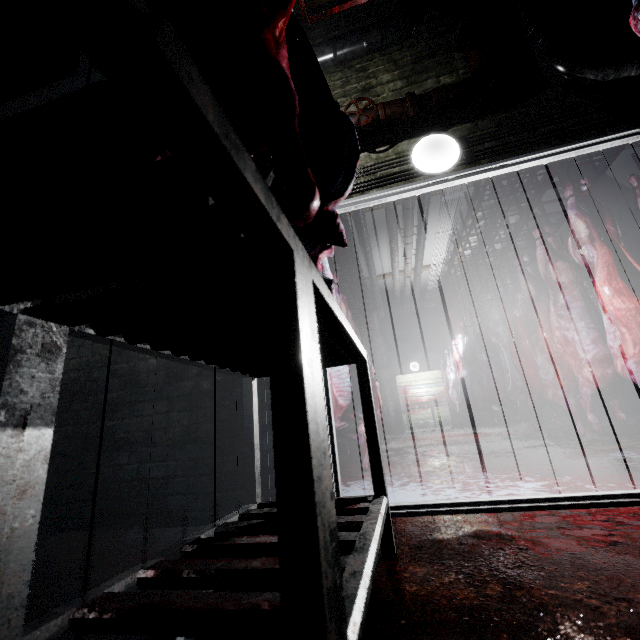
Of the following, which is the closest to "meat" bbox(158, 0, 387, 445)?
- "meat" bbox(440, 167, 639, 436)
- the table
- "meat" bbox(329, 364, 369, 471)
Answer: the table

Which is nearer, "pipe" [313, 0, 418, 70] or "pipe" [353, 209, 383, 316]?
"pipe" [313, 0, 418, 70]

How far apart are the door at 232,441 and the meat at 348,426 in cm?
58

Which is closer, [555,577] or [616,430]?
[555,577]

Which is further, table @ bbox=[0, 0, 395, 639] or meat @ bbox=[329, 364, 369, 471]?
meat @ bbox=[329, 364, 369, 471]

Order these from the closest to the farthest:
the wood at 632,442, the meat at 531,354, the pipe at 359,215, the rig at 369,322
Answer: the meat at 531,354, the wood at 632,442, the rig at 369,322, the pipe at 359,215

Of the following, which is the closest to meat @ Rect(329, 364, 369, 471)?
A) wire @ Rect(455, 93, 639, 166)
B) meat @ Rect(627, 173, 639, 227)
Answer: wire @ Rect(455, 93, 639, 166)

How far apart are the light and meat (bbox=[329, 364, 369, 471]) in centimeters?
99cm
